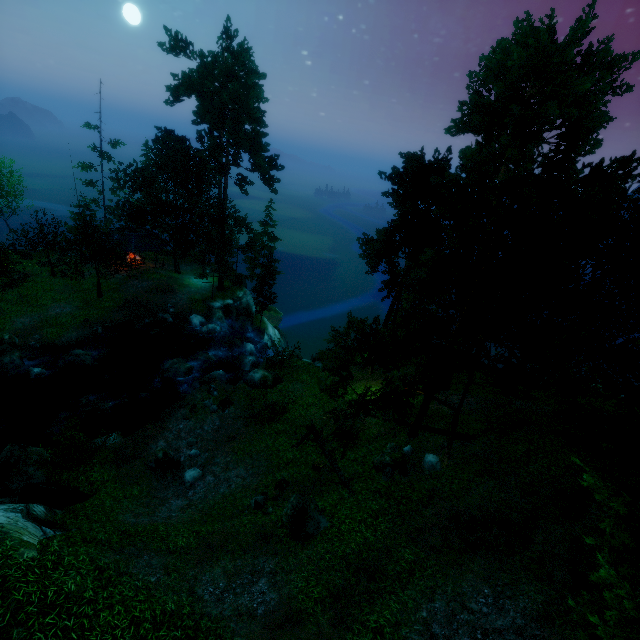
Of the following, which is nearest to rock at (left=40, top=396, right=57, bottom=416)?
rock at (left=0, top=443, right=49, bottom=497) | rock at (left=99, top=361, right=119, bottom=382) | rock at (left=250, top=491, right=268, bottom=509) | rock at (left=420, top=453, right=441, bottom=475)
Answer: rock at (left=99, top=361, right=119, bottom=382)

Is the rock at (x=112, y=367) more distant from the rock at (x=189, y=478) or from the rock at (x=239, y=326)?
the rock at (x=189, y=478)

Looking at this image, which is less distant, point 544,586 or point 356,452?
point 544,586

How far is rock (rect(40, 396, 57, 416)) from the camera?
22.80m

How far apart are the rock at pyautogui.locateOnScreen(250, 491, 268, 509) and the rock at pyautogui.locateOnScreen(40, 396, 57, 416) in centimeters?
1800cm

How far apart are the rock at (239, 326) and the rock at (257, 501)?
24.08m

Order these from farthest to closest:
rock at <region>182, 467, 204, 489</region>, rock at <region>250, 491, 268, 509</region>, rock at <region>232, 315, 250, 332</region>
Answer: rock at <region>232, 315, 250, 332</region>
rock at <region>182, 467, 204, 489</region>
rock at <region>250, 491, 268, 509</region>

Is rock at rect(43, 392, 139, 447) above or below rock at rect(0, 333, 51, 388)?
below
